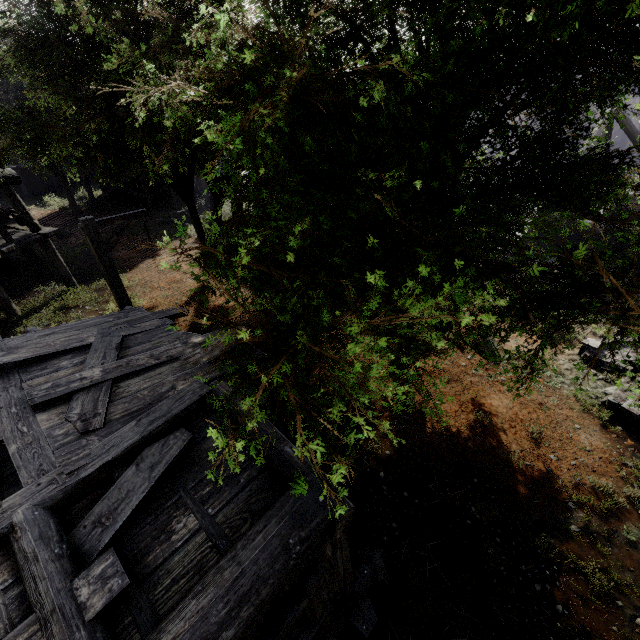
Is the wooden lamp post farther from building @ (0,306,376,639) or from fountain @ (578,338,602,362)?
fountain @ (578,338,602,362)

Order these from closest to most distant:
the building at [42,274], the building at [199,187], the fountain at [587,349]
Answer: the fountain at [587,349]
the building at [42,274]
the building at [199,187]

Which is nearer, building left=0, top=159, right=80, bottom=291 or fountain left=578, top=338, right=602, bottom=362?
fountain left=578, top=338, right=602, bottom=362

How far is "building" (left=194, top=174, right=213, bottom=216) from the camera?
22.09m

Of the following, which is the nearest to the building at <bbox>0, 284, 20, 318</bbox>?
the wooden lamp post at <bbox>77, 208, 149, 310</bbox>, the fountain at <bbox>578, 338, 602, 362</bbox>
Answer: the wooden lamp post at <bbox>77, 208, 149, 310</bbox>

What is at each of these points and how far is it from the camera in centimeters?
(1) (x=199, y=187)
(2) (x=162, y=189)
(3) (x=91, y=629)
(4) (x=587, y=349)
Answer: (1) building, 2858cm
(2) building, 2505cm
(3) building, 263cm
(4) fountain, 1023cm

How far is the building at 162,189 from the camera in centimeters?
2481cm

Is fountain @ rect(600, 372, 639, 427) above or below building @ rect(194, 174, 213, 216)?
below
